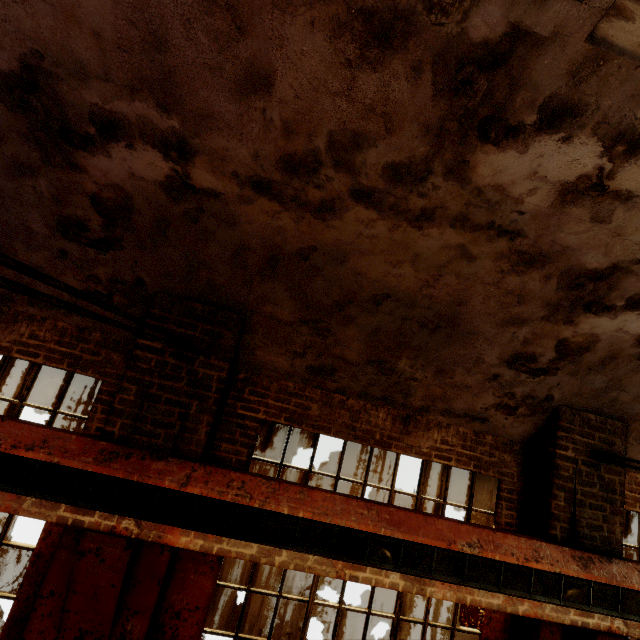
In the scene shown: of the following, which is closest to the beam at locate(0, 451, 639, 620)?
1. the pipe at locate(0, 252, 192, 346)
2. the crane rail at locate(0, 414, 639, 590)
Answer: the crane rail at locate(0, 414, 639, 590)

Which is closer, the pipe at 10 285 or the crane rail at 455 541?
the pipe at 10 285

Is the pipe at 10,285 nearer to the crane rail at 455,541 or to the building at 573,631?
the building at 573,631

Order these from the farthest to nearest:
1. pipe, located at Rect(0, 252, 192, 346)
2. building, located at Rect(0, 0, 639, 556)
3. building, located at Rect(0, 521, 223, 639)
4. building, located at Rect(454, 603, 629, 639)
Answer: building, located at Rect(454, 603, 629, 639)
building, located at Rect(0, 521, 223, 639)
building, located at Rect(0, 0, 639, 556)
pipe, located at Rect(0, 252, 192, 346)

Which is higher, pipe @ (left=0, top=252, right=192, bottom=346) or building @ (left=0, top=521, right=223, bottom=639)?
pipe @ (left=0, top=252, right=192, bottom=346)

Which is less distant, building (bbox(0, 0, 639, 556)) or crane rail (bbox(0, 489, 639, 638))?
building (bbox(0, 0, 639, 556))

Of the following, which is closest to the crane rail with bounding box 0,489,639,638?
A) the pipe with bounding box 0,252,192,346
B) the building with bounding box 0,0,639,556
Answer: the building with bounding box 0,0,639,556

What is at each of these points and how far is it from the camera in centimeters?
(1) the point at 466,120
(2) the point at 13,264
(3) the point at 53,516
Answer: (1) building, 217cm
(2) pipe, 103cm
(3) crane rail, 272cm
